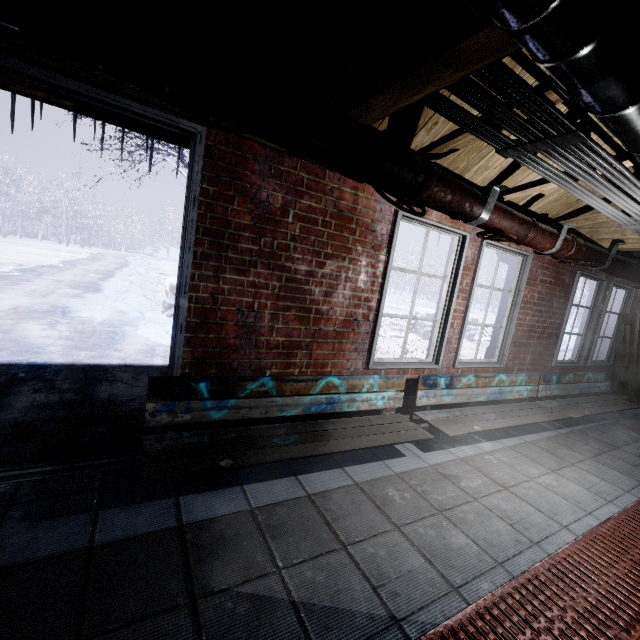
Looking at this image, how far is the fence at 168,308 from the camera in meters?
5.9 m

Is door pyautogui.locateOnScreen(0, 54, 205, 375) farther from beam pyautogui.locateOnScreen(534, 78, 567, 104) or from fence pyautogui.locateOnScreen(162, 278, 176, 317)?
fence pyautogui.locateOnScreen(162, 278, 176, 317)

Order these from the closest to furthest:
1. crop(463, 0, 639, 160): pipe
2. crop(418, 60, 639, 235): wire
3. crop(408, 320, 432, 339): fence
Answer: crop(463, 0, 639, 160): pipe → crop(418, 60, 639, 235): wire → crop(408, 320, 432, 339): fence

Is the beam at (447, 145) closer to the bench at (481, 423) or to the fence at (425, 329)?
the bench at (481, 423)

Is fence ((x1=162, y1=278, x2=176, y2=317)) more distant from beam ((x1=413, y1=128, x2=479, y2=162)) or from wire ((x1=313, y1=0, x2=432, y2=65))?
wire ((x1=313, y1=0, x2=432, y2=65))

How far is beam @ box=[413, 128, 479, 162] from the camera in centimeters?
178cm

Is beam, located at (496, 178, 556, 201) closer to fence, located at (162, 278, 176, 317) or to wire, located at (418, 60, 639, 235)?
wire, located at (418, 60, 639, 235)

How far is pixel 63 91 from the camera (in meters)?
1.47
